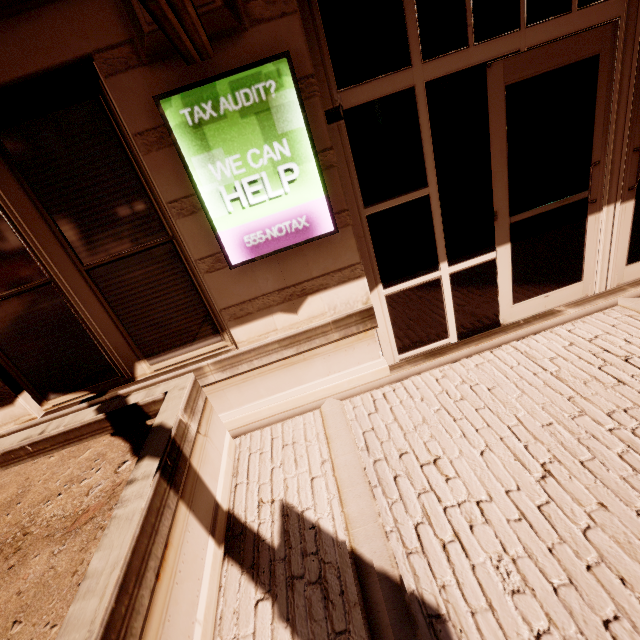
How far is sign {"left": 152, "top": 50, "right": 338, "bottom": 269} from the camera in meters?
2.3 m

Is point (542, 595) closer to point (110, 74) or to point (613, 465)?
point (613, 465)

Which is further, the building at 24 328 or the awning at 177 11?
the building at 24 328

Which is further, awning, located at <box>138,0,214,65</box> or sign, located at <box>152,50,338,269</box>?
sign, located at <box>152,50,338,269</box>

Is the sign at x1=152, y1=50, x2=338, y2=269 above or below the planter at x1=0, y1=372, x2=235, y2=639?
above

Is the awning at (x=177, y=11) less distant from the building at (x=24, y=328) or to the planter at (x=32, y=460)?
the building at (x=24, y=328)

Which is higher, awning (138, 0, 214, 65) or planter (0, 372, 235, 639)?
awning (138, 0, 214, 65)

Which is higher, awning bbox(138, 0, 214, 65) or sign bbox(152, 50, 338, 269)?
awning bbox(138, 0, 214, 65)
